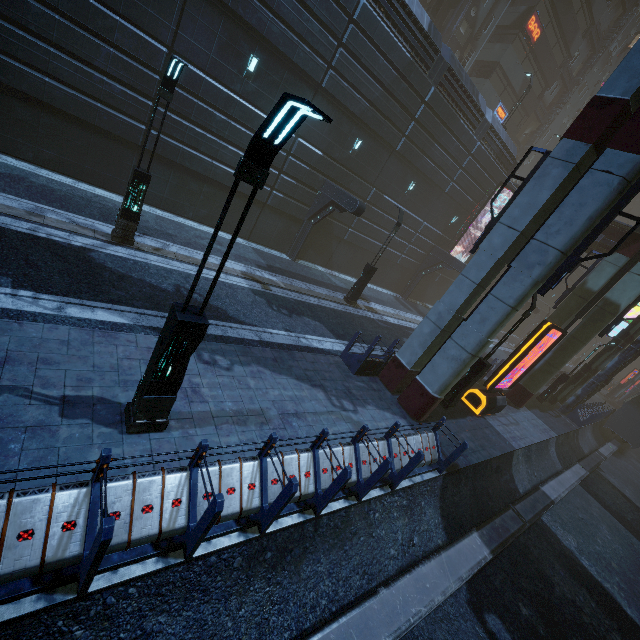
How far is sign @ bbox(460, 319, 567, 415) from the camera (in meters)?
12.78

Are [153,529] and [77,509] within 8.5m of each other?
yes

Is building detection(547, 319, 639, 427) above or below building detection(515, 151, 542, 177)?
below

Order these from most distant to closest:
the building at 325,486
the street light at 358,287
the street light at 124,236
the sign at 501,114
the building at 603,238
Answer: the sign at 501,114 < the building at 603,238 < the street light at 358,287 < the street light at 124,236 < the building at 325,486

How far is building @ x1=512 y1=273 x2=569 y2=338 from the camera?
43.3 meters

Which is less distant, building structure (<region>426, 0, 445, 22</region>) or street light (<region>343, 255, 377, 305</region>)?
street light (<region>343, 255, 377, 305</region>)

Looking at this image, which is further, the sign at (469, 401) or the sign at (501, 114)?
the sign at (501, 114)
